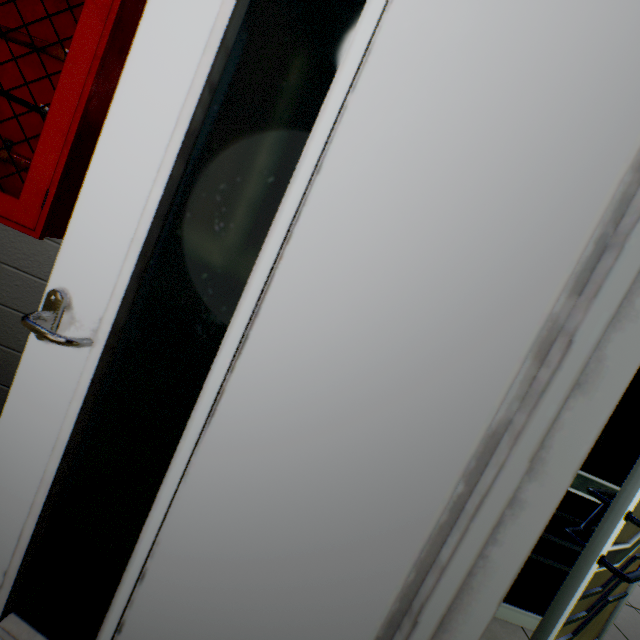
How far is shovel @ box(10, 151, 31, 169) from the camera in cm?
121

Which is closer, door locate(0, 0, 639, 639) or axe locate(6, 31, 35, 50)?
door locate(0, 0, 639, 639)

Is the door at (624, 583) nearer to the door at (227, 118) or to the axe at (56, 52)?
the door at (227, 118)

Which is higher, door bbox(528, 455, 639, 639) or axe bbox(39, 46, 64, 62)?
axe bbox(39, 46, 64, 62)

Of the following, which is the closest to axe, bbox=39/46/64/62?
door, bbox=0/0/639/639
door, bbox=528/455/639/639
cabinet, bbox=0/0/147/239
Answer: cabinet, bbox=0/0/147/239

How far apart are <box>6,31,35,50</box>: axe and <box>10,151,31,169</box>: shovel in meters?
0.2 m

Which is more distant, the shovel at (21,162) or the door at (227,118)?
the shovel at (21,162)

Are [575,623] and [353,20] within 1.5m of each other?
no
